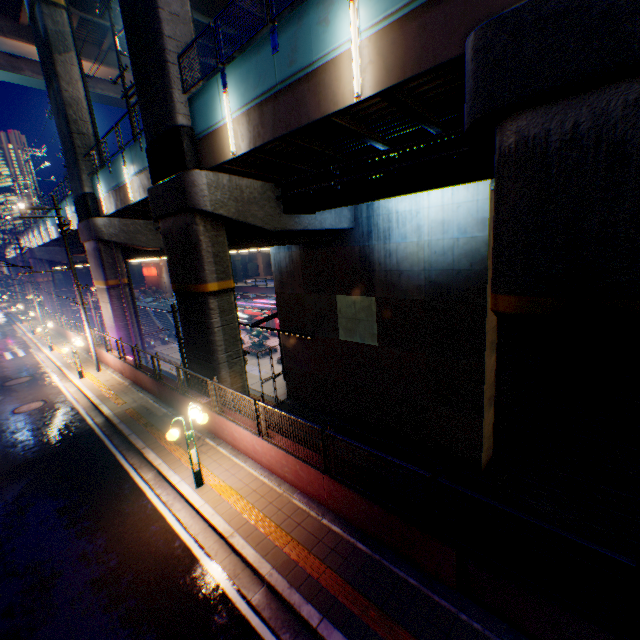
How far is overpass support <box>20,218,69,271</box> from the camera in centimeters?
3402cm

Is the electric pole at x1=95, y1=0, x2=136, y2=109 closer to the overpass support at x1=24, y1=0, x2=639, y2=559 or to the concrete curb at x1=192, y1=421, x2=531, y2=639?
the overpass support at x1=24, y1=0, x2=639, y2=559

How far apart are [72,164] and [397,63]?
23.8 meters

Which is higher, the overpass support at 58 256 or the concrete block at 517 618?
the overpass support at 58 256

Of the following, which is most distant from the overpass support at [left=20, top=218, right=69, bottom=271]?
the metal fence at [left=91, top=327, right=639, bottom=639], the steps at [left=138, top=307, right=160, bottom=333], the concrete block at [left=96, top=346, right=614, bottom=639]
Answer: the steps at [left=138, top=307, right=160, bottom=333]

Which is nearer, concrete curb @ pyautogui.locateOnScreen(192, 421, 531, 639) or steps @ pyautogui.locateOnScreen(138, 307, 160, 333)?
concrete curb @ pyautogui.locateOnScreen(192, 421, 531, 639)

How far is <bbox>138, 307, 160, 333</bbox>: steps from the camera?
51.8 meters

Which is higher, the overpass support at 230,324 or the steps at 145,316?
the overpass support at 230,324
